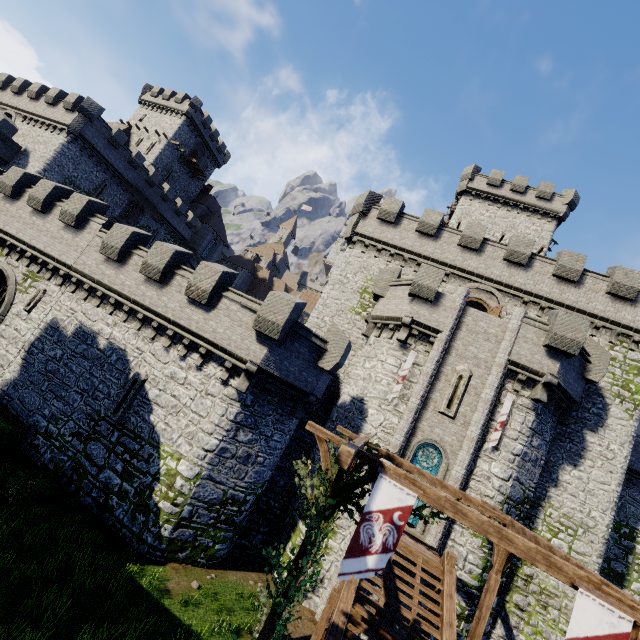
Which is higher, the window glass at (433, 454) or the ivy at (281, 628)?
the window glass at (433, 454)

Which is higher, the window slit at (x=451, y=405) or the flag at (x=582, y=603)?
the window slit at (x=451, y=405)

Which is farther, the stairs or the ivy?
the stairs

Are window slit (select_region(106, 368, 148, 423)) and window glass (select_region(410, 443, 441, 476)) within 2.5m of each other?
no

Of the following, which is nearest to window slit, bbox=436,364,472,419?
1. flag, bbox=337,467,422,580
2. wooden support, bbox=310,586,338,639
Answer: wooden support, bbox=310,586,338,639

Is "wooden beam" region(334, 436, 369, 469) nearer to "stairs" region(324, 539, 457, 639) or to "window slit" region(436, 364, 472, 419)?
"stairs" region(324, 539, 457, 639)

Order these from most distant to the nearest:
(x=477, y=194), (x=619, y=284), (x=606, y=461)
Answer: (x=477, y=194) → (x=619, y=284) → (x=606, y=461)

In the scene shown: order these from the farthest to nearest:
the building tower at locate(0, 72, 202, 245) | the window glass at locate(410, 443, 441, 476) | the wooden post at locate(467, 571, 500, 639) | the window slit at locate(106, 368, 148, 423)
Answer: the building tower at locate(0, 72, 202, 245), the window glass at locate(410, 443, 441, 476), the window slit at locate(106, 368, 148, 423), the wooden post at locate(467, 571, 500, 639)
